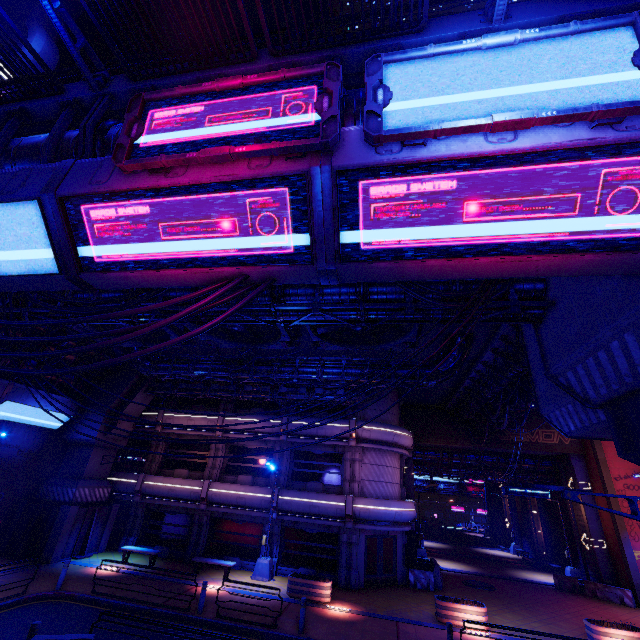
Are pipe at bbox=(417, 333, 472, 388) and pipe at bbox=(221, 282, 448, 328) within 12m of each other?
yes

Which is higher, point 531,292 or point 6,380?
point 531,292

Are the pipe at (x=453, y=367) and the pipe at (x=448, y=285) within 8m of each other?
yes

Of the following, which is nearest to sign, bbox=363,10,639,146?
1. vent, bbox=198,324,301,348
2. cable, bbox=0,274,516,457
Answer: cable, bbox=0,274,516,457

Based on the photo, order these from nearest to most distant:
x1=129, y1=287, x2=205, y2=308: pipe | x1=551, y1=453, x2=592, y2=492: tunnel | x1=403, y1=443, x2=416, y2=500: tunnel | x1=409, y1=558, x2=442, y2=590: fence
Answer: x1=129, y1=287, x2=205, y2=308: pipe
x1=409, y1=558, x2=442, y2=590: fence
x1=551, y1=453, x2=592, y2=492: tunnel
x1=403, y1=443, x2=416, y2=500: tunnel

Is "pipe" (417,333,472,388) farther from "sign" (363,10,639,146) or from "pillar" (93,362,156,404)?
"sign" (363,10,639,146)

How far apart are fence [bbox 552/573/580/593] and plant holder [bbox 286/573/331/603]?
18.2 meters

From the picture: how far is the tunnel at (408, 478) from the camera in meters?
27.2 m
